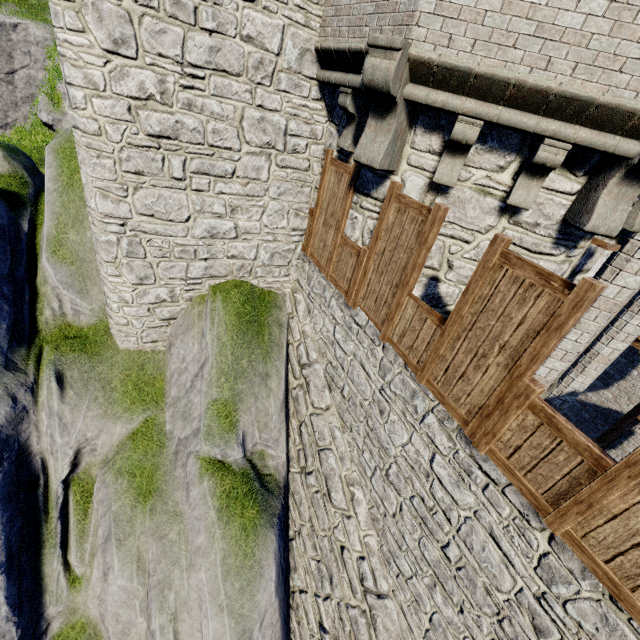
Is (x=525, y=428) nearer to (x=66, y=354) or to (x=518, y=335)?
(x=518, y=335)
